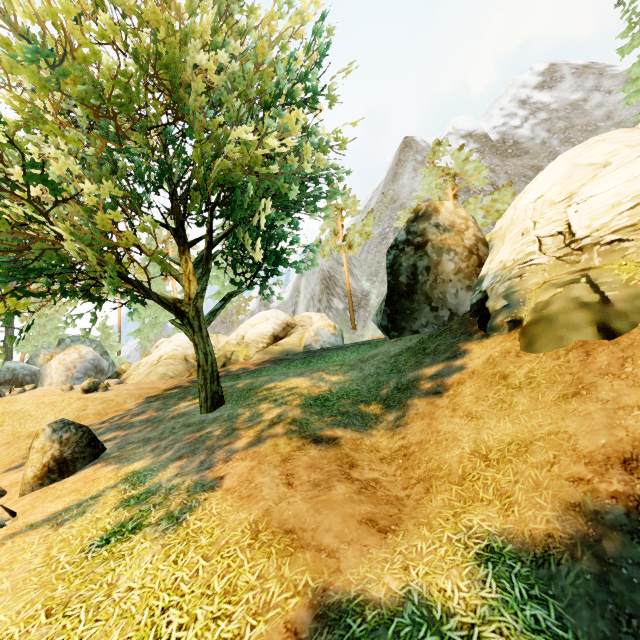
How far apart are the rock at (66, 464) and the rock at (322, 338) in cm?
1286

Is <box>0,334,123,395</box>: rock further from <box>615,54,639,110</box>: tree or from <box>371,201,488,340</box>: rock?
<box>371,201,488,340</box>: rock

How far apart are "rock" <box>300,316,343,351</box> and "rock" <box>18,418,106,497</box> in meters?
12.9 m

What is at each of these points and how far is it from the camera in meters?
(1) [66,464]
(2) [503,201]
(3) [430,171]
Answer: (1) rock, 8.7 m
(2) tree, 24.1 m
(3) tree, 27.8 m

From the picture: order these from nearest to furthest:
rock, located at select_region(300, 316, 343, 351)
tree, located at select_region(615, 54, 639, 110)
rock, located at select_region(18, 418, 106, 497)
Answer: rock, located at select_region(18, 418, 106, 497) < tree, located at select_region(615, 54, 639, 110) < rock, located at select_region(300, 316, 343, 351)

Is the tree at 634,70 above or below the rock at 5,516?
above

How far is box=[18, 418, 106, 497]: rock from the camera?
8.4 meters

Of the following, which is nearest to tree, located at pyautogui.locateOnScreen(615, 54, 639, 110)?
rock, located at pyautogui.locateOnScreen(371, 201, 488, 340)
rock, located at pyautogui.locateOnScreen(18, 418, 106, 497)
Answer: rock, located at pyautogui.locateOnScreen(18, 418, 106, 497)
